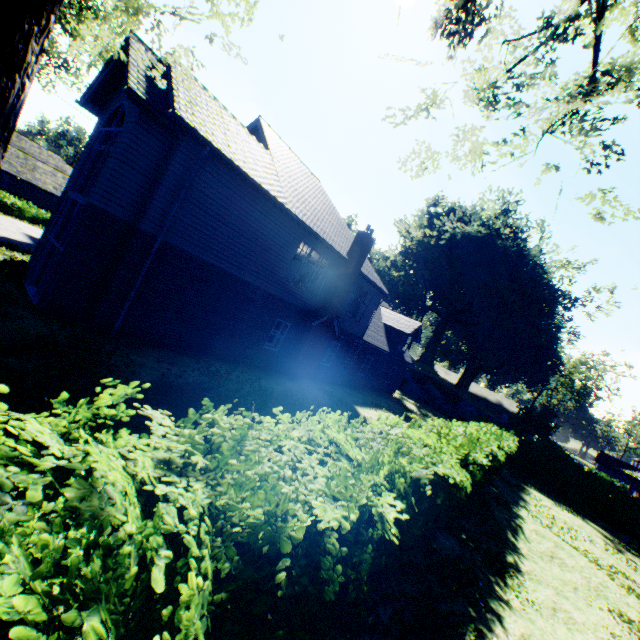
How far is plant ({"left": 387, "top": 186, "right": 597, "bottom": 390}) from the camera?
39.75m

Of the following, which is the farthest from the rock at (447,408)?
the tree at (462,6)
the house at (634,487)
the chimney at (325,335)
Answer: the tree at (462,6)

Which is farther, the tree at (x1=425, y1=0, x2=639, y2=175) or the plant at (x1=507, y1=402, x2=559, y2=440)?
the plant at (x1=507, y1=402, x2=559, y2=440)

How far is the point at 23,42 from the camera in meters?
1.7

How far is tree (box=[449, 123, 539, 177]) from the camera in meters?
4.2

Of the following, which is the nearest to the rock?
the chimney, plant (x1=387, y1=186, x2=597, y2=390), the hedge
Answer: plant (x1=387, y1=186, x2=597, y2=390)

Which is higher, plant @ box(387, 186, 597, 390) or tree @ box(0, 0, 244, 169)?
plant @ box(387, 186, 597, 390)

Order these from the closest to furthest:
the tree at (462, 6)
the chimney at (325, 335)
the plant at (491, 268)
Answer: the tree at (462, 6) < the chimney at (325, 335) < the plant at (491, 268)
